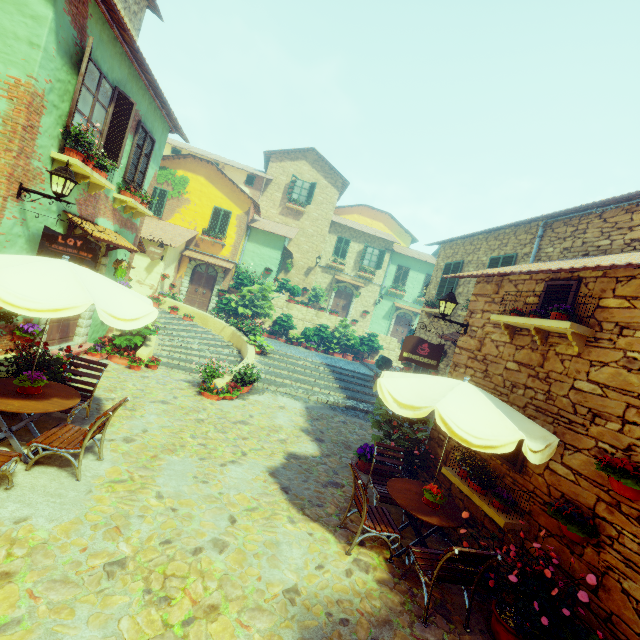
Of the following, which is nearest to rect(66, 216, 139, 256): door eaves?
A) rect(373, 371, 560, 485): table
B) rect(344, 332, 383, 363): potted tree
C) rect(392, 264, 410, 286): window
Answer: rect(373, 371, 560, 485): table

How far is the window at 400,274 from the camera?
26.4m

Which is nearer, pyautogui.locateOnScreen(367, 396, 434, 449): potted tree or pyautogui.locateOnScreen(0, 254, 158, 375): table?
pyautogui.locateOnScreen(0, 254, 158, 375): table

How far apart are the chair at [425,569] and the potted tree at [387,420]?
2.93m

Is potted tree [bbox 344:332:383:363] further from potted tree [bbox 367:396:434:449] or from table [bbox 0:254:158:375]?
table [bbox 0:254:158:375]

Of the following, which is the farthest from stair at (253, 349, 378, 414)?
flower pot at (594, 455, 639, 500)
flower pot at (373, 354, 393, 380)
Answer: flower pot at (594, 455, 639, 500)

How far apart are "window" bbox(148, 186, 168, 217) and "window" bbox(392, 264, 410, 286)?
17.2m

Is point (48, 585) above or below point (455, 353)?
below
